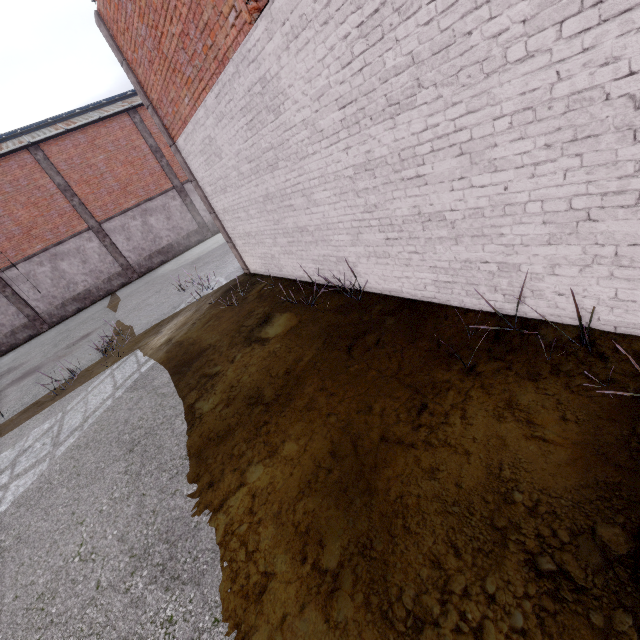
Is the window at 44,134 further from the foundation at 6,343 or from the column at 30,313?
the foundation at 6,343

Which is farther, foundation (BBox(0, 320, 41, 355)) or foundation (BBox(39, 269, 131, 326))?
foundation (BBox(39, 269, 131, 326))

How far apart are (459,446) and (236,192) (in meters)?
7.23

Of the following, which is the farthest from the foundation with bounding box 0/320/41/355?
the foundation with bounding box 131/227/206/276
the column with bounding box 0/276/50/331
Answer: the foundation with bounding box 131/227/206/276

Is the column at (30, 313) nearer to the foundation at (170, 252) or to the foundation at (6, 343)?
the foundation at (6, 343)

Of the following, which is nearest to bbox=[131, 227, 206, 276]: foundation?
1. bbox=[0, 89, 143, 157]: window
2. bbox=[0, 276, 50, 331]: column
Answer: bbox=[0, 276, 50, 331]: column

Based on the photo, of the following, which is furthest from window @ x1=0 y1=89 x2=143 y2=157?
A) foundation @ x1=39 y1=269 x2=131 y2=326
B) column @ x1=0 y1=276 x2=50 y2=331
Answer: foundation @ x1=39 y1=269 x2=131 y2=326

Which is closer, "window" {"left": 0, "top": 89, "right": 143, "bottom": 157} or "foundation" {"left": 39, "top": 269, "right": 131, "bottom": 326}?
"window" {"left": 0, "top": 89, "right": 143, "bottom": 157}
